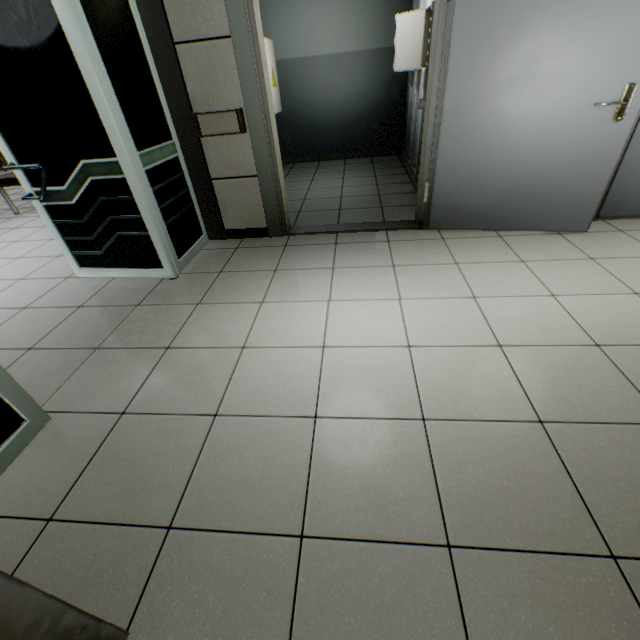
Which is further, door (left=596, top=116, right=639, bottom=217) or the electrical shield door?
the electrical shield door

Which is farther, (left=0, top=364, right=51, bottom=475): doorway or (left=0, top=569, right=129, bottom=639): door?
(left=0, top=364, right=51, bottom=475): doorway

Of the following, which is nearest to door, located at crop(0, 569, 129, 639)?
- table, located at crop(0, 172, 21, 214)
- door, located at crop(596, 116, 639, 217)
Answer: door, located at crop(596, 116, 639, 217)

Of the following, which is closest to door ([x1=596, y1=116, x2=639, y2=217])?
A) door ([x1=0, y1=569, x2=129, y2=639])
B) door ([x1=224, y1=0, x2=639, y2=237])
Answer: door ([x1=224, y1=0, x2=639, y2=237])

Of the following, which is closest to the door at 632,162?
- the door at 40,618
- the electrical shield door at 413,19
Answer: the electrical shield door at 413,19

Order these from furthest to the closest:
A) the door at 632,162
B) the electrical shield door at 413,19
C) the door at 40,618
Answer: the electrical shield door at 413,19
the door at 632,162
the door at 40,618

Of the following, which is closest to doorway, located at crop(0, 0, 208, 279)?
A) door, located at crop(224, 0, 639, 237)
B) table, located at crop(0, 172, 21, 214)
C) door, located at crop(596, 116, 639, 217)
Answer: door, located at crop(224, 0, 639, 237)

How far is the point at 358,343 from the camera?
1.93m
